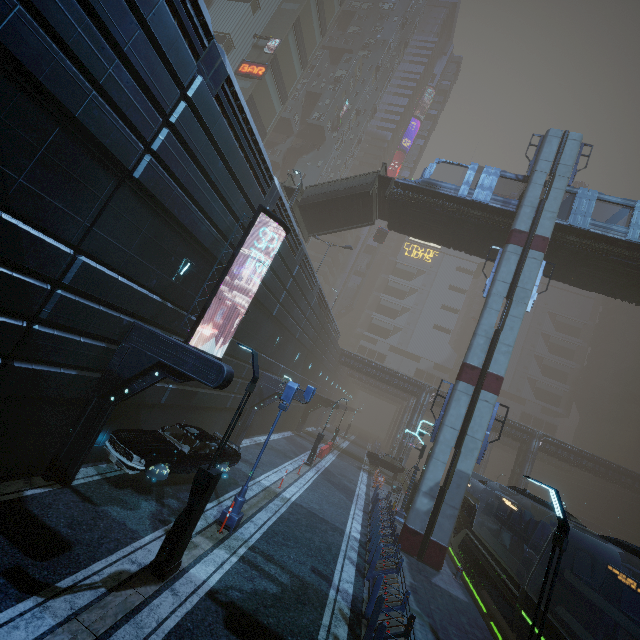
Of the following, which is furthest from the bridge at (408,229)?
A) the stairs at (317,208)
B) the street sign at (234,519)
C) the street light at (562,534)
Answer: the street light at (562,534)

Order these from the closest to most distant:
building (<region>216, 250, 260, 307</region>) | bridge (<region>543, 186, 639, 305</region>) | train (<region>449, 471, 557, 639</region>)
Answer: train (<region>449, 471, 557, 639</region>), building (<region>216, 250, 260, 307</region>), bridge (<region>543, 186, 639, 305</region>)

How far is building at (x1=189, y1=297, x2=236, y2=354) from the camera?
13.5m

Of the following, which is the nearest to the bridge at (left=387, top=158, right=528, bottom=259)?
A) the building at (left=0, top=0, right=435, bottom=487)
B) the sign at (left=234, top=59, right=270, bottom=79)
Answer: the building at (left=0, top=0, right=435, bottom=487)

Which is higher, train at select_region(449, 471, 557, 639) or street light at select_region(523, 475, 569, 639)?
street light at select_region(523, 475, 569, 639)

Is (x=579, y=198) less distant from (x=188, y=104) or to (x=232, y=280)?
(x=232, y=280)

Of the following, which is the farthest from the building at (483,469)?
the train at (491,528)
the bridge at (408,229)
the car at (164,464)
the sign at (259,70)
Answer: the bridge at (408,229)

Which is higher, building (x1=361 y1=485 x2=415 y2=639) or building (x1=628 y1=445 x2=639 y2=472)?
building (x1=628 y1=445 x2=639 y2=472)
